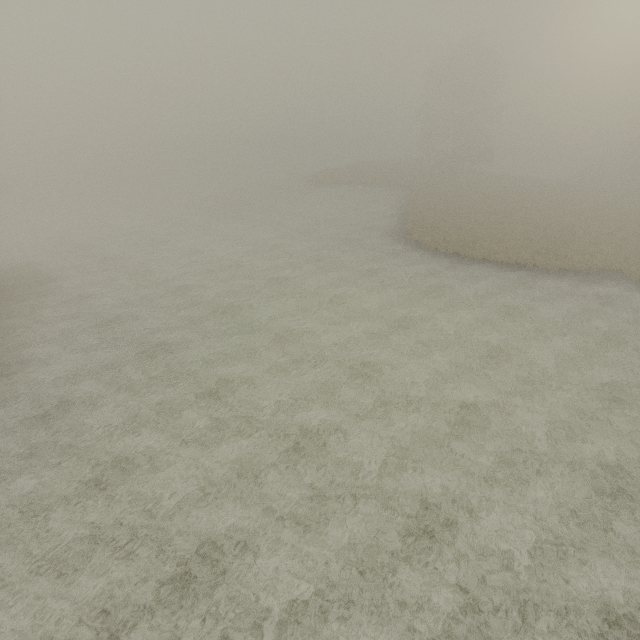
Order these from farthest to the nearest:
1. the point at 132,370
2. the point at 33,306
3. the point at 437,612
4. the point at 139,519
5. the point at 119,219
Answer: the point at 119,219, the point at 33,306, the point at 132,370, the point at 139,519, the point at 437,612
